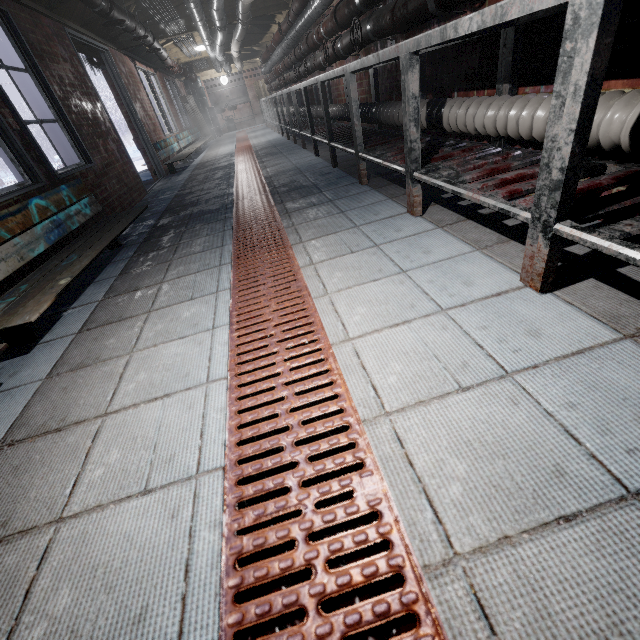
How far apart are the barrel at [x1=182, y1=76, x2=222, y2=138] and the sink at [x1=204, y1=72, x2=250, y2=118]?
0.09m

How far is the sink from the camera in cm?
1361

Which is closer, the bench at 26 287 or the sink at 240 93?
the bench at 26 287

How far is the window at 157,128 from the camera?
6.2m

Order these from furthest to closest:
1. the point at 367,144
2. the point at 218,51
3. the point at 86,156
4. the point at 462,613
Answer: the point at 218,51 → the point at 86,156 → the point at 367,144 → the point at 462,613

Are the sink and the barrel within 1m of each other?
yes

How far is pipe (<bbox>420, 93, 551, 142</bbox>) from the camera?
1.5m

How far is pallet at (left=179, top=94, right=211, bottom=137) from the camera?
10.83m
